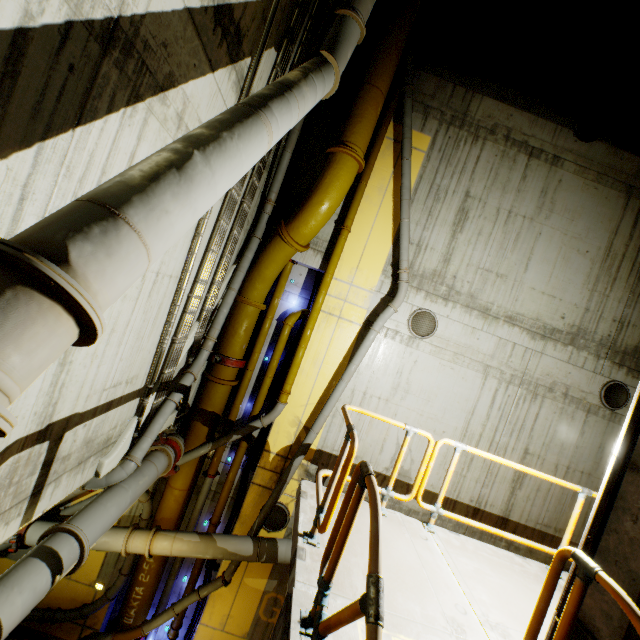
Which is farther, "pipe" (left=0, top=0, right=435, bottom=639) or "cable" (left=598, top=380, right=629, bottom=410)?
"cable" (left=598, top=380, right=629, bottom=410)

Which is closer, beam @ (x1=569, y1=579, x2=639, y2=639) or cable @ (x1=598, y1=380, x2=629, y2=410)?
beam @ (x1=569, y1=579, x2=639, y2=639)

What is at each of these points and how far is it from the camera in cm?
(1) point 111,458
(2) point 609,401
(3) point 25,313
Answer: (1) support beam, 508
(2) cable, 879
(3) pipe, 131

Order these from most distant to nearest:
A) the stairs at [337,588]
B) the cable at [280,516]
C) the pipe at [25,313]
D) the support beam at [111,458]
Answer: the cable at [280,516]
the support beam at [111,458]
the stairs at [337,588]
the pipe at [25,313]

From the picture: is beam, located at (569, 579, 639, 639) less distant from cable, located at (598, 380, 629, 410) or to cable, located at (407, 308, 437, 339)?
cable, located at (407, 308, 437, 339)

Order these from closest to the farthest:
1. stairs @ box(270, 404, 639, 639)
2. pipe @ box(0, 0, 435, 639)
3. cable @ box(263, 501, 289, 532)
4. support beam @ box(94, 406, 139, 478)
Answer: pipe @ box(0, 0, 435, 639) → stairs @ box(270, 404, 639, 639) → support beam @ box(94, 406, 139, 478) → cable @ box(263, 501, 289, 532)

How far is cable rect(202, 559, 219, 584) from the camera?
8.9 meters

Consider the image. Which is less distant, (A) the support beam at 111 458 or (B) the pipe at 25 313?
(B) the pipe at 25 313
